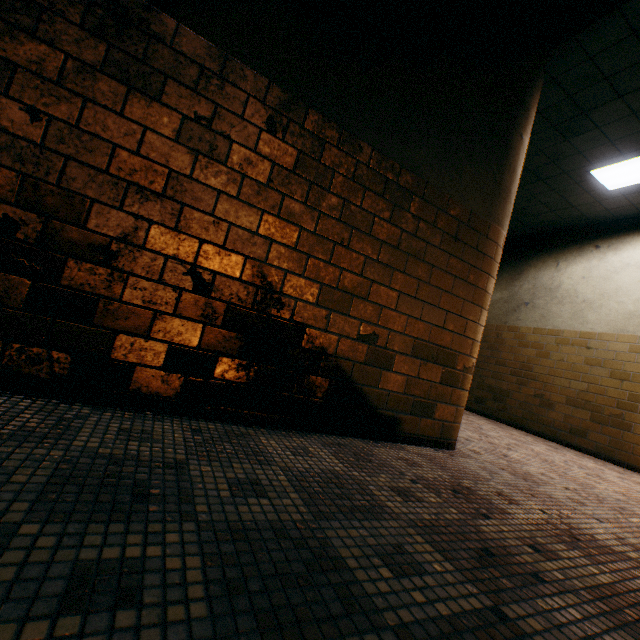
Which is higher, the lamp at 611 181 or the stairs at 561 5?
the lamp at 611 181

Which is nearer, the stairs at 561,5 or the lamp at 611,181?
the stairs at 561,5

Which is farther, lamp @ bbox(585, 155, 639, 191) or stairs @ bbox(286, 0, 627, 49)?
lamp @ bbox(585, 155, 639, 191)

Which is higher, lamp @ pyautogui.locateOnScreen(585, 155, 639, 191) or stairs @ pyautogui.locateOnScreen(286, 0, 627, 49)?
lamp @ pyautogui.locateOnScreen(585, 155, 639, 191)

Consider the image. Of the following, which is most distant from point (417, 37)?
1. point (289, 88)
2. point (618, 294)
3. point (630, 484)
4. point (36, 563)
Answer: point (618, 294)
